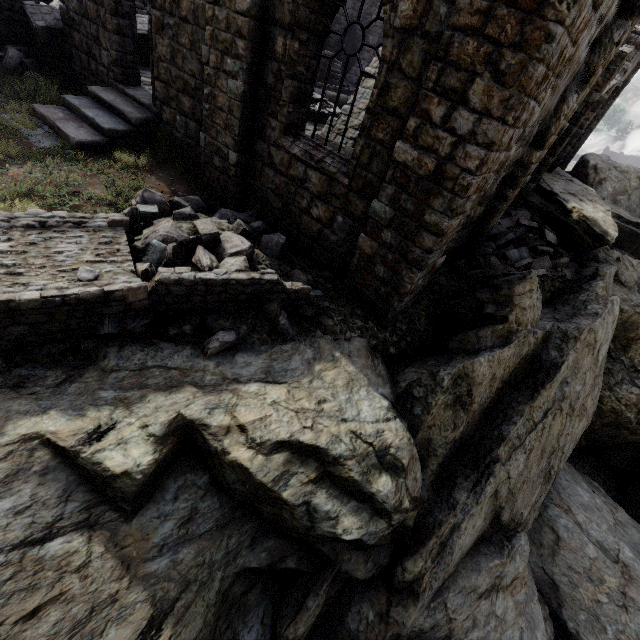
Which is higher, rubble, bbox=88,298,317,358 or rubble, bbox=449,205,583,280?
rubble, bbox=449,205,583,280

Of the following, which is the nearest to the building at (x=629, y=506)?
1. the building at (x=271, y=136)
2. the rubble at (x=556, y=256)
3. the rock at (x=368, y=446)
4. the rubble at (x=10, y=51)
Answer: the rock at (x=368, y=446)

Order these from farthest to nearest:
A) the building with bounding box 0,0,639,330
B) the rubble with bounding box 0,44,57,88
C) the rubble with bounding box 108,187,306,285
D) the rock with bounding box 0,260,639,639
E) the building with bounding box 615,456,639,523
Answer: the building with bounding box 615,456,639,523
the rubble with bounding box 0,44,57,88
the rubble with bounding box 108,187,306,285
the building with bounding box 0,0,639,330
the rock with bounding box 0,260,639,639

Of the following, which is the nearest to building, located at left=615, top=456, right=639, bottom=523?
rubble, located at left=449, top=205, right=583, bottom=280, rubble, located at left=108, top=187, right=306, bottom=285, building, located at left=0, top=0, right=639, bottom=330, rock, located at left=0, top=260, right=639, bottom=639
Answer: rock, located at left=0, top=260, right=639, bottom=639

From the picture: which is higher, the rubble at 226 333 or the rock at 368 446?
the rubble at 226 333

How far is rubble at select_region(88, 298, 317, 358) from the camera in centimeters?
472cm

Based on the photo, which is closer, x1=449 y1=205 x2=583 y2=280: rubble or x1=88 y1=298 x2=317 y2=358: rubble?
x1=88 y1=298 x2=317 y2=358: rubble

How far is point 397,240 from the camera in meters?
5.7 m
